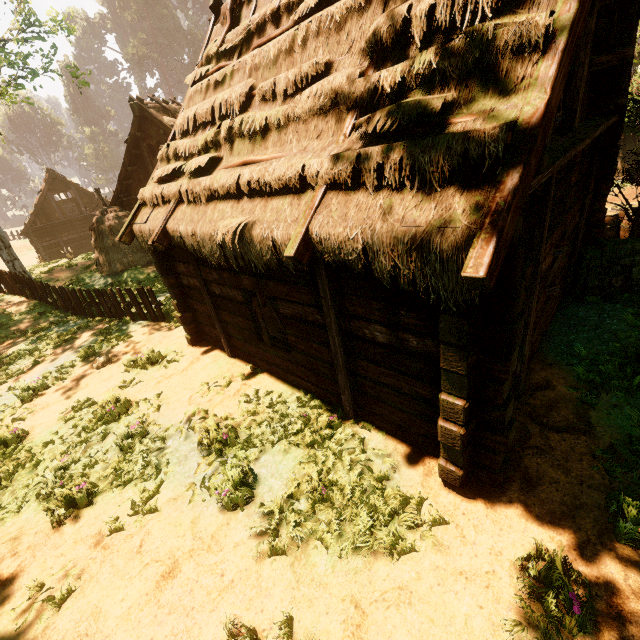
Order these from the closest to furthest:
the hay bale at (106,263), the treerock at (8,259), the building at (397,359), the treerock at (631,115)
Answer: the building at (397,359), the treerock at (631,115), the treerock at (8,259), the hay bale at (106,263)

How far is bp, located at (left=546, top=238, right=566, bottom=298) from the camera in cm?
570

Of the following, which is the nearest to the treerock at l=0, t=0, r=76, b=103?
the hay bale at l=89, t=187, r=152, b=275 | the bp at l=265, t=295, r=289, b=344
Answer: the hay bale at l=89, t=187, r=152, b=275

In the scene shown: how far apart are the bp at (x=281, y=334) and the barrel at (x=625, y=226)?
9.93m

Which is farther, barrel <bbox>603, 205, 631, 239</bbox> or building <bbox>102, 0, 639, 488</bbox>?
barrel <bbox>603, 205, 631, 239</bbox>

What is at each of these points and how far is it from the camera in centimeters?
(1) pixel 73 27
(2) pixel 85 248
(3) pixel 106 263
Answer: (1) treerock, 1523cm
(2) building, 3288cm
(3) hay bale, 1631cm

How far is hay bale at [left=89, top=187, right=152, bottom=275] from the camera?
16.1 meters

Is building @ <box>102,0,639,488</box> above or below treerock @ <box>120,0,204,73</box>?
below
